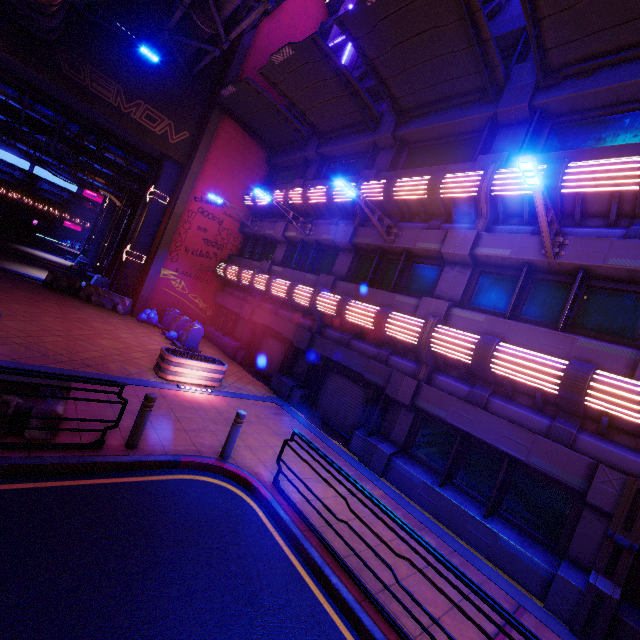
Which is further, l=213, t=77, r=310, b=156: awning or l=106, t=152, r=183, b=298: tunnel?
l=106, t=152, r=183, b=298: tunnel

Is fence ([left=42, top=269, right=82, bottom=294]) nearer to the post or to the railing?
the post

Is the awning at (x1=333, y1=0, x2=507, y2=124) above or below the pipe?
below

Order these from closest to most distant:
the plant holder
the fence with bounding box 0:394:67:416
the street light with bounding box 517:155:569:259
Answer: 1. the fence with bounding box 0:394:67:416
2. the street light with bounding box 517:155:569:259
3. the plant holder

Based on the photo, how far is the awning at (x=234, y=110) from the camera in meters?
15.5

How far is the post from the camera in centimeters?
604cm

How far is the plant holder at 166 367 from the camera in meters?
10.1 m

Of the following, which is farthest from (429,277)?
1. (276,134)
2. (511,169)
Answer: (276,134)
